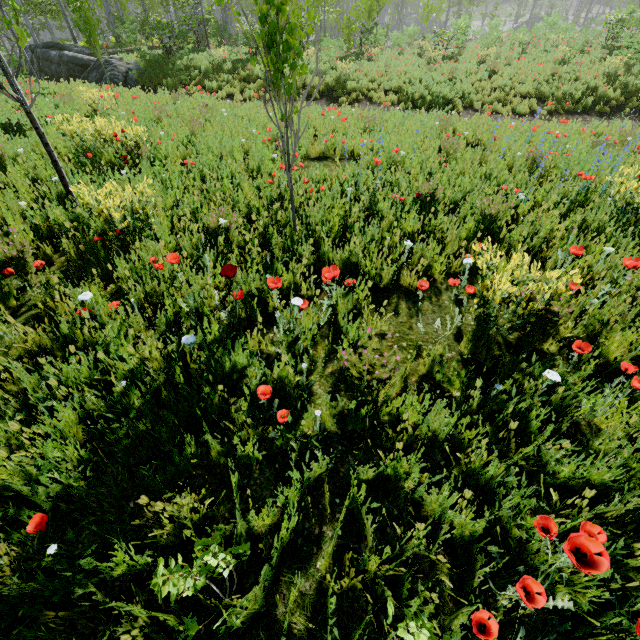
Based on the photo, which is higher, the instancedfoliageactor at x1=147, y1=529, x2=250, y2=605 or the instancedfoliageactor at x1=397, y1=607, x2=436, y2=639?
the instancedfoliageactor at x1=147, y1=529, x2=250, y2=605

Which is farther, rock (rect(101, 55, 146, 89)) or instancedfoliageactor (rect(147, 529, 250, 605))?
rock (rect(101, 55, 146, 89))

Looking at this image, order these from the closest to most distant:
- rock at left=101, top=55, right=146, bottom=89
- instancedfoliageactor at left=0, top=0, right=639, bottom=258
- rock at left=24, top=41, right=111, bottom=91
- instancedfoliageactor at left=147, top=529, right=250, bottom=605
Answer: instancedfoliageactor at left=147, top=529, right=250, bottom=605
instancedfoliageactor at left=0, top=0, right=639, bottom=258
rock at left=101, top=55, right=146, bottom=89
rock at left=24, top=41, right=111, bottom=91

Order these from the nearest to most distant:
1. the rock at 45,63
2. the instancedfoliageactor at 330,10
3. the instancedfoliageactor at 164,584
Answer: the instancedfoliageactor at 164,584
the instancedfoliageactor at 330,10
the rock at 45,63

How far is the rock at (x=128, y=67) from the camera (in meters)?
14.96

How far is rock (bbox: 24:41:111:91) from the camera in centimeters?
1550cm

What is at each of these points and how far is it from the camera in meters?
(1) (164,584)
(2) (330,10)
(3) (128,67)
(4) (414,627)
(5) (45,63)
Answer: (1) instancedfoliageactor, 0.9 m
(2) instancedfoliageactor, 24.5 m
(3) rock, 15.5 m
(4) instancedfoliageactor, 1.1 m
(5) rock, 16.9 m
